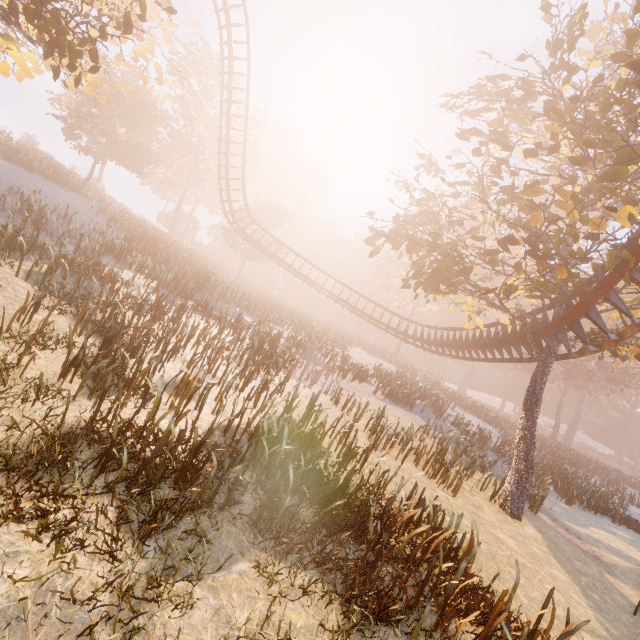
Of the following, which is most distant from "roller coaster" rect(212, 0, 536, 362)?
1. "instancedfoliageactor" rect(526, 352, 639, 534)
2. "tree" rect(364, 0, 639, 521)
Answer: "instancedfoliageactor" rect(526, 352, 639, 534)

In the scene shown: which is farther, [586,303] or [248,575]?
[586,303]

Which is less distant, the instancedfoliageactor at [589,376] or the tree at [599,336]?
the tree at [599,336]

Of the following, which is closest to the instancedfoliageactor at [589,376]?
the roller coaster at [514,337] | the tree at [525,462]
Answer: the tree at [525,462]

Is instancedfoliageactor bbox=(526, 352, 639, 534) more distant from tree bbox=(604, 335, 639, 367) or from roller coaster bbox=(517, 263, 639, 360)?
roller coaster bbox=(517, 263, 639, 360)

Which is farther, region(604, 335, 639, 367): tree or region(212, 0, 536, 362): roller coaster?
region(212, 0, 536, 362): roller coaster

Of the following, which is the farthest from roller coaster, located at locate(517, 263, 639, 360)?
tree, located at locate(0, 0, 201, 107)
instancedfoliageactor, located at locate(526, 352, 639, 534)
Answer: instancedfoliageactor, located at locate(526, 352, 639, 534)

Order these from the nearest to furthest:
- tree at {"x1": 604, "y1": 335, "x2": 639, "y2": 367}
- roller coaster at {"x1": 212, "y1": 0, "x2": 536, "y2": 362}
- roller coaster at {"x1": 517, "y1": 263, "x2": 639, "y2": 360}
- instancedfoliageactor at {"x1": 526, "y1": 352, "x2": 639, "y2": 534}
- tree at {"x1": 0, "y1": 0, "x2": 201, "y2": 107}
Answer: tree at {"x1": 0, "y1": 0, "x2": 201, "y2": 107} → roller coaster at {"x1": 517, "y1": 263, "x2": 639, "y2": 360} → tree at {"x1": 604, "y1": 335, "x2": 639, "y2": 367} → roller coaster at {"x1": 212, "y1": 0, "x2": 536, "y2": 362} → instancedfoliageactor at {"x1": 526, "y1": 352, "x2": 639, "y2": 534}
